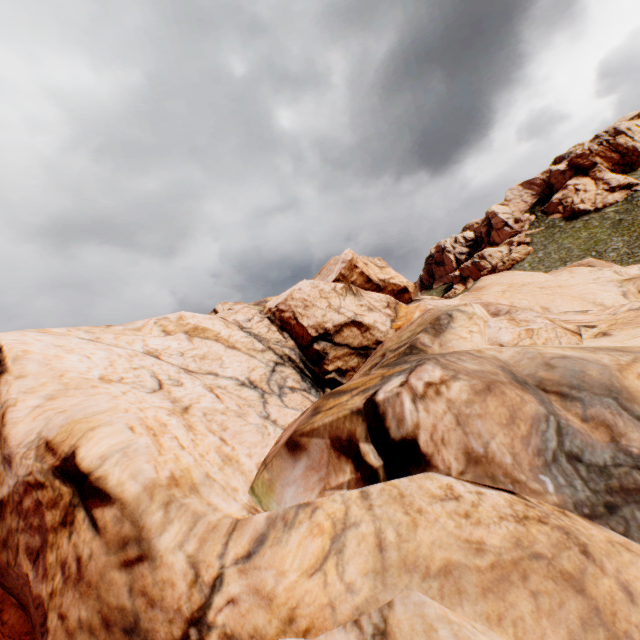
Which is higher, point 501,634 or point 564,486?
point 564,486
